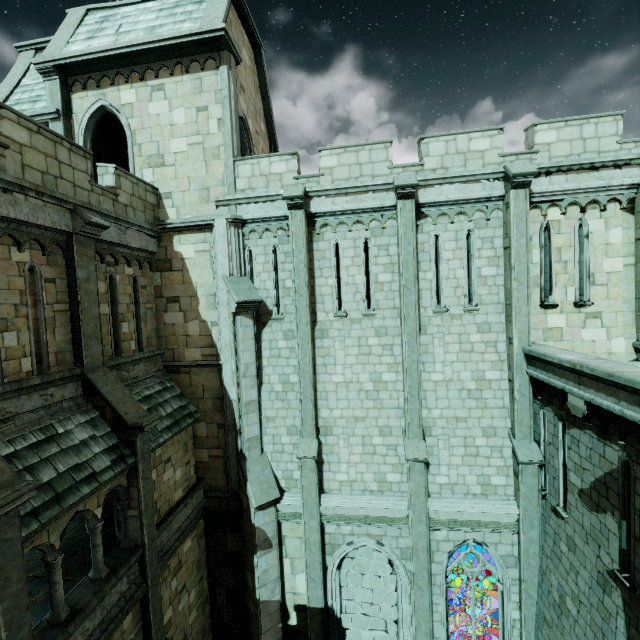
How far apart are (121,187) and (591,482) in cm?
1451

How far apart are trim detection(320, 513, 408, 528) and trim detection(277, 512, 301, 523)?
0.5 meters

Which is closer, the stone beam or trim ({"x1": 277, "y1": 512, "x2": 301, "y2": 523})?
the stone beam

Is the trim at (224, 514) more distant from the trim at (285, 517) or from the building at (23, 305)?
the trim at (285, 517)

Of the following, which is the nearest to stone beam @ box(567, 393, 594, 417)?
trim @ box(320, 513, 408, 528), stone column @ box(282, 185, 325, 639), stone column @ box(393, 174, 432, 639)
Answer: stone column @ box(393, 174, 432, 639)

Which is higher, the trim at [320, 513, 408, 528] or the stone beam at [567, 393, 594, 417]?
the stone beam at [567, 393, 594, 417]

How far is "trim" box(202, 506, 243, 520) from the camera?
10.90m

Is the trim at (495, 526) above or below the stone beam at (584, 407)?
below
